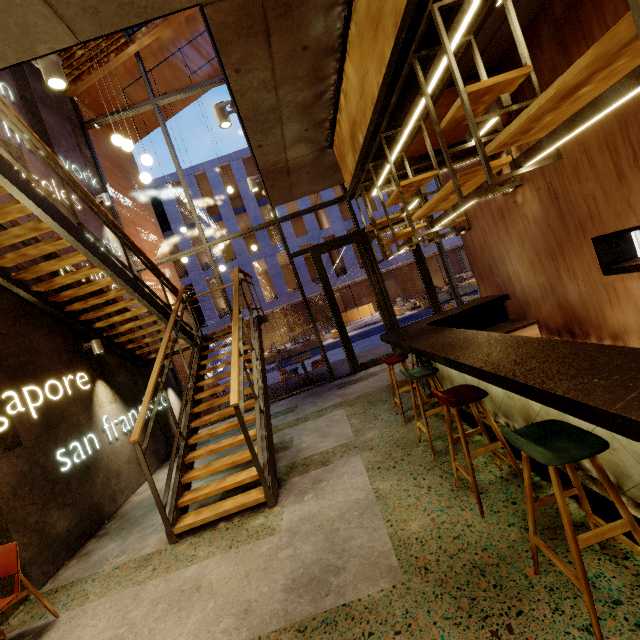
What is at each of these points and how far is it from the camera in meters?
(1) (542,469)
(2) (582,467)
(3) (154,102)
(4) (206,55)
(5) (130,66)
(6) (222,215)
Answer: (1) bar counter, 2.7
(2) bar counter, 2.3
(3) window frame, 8.4
(4) building, 10.1
(5) building, 8.9
(6) building, 25.3

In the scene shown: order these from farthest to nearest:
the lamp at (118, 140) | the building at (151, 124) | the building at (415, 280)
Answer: the building at (415, 280)
the building at (151, 124)
the lamp at (118, 140)

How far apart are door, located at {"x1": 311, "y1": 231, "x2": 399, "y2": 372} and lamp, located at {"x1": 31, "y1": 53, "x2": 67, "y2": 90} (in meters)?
6.17

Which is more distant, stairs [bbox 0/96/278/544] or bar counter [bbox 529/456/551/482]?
stairs [bbox 0/96/278/544]

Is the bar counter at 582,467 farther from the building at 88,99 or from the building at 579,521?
the building at 88,99

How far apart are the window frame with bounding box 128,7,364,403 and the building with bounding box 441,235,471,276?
16.8m

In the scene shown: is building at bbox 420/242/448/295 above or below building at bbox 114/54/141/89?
below

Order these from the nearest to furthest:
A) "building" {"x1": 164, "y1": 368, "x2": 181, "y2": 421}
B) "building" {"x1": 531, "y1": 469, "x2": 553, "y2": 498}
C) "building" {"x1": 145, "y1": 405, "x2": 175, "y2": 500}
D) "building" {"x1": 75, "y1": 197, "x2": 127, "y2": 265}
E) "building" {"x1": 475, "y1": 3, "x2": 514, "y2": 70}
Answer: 1. "building" {"x1": 531, "y1": 469, "x2": 553, "y2": 498}
2. "building" {"x1": 475, "y1": 3, "x2": 514, "y2": 70}
3. "building" {"x1": 145, "y1": 405, "x2": 175, "y2": 500}
4. "building" {"x1": 75, "y1": 197, "x2": 127, "y2": 265}
5. "building" {"x1": 164, "y1": 368, "x2": 181, "y2": 421}
